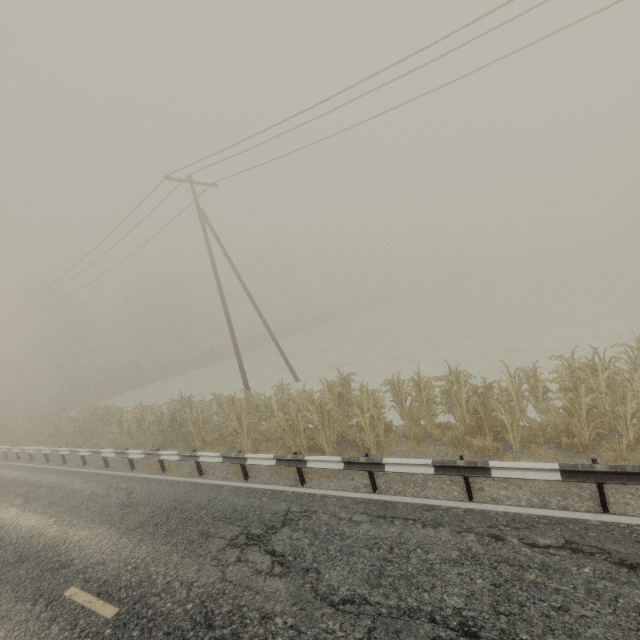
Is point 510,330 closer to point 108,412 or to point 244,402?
point 244,402

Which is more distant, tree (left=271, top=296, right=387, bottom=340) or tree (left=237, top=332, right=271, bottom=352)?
tree (left=271, top=296, right=387, bottom=340)

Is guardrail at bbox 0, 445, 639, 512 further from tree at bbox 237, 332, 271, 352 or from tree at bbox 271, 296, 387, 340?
tree at bbox 271, 296, 387, 340

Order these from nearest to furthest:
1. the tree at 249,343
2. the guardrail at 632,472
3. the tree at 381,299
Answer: the guardrail at 632,472
the tree at 249,343
the tree at 381,299

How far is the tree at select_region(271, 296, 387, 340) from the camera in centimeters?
4886cm

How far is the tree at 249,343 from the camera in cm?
4316
